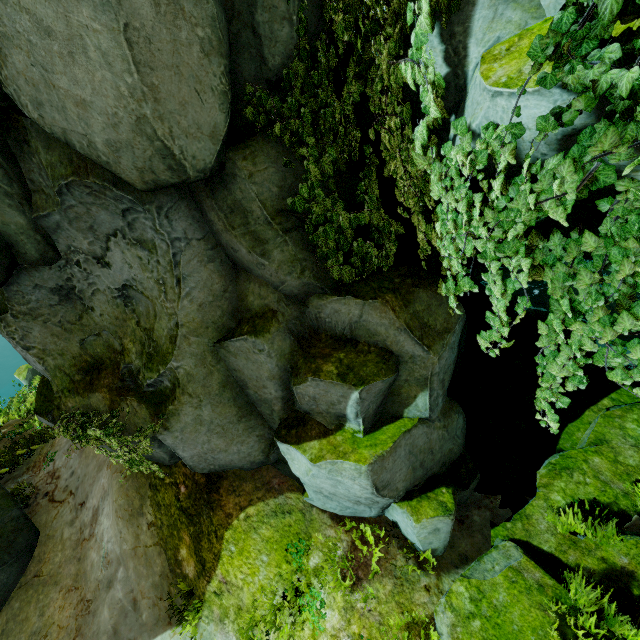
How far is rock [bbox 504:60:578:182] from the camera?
2.39m

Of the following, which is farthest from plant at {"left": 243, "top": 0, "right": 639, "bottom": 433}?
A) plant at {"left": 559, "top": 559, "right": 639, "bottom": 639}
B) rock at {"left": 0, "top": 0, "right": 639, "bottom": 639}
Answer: plant at {"left": 559, "top": 559, "right": 639, "bottom": 639}

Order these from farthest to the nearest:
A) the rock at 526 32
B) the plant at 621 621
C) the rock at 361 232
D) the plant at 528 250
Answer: the rock at 361 232 → the plant at 621 621 → the rock at 526 32 → the plant at 528 250

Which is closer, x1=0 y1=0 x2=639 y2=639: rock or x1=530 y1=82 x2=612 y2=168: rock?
x1=530 y1=82 x2=612 y2=168: rock

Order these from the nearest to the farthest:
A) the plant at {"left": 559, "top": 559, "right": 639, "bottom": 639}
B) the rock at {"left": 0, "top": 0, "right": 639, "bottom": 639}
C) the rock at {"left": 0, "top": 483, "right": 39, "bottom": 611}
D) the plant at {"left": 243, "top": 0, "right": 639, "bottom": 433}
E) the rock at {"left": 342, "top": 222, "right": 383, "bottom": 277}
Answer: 1. the plant at {"left": 243, "top": 0, "right": 639, "bottom": 433}
2. the rock at {"left": 0, "top": 0, "right": 639, "bottom": 639}
3. the plant at {"left": 559, "top": 559, "right": 639, "bottom": 639}
4. the rock at {"left": 342, "top": 222, "right": 383, "bottom": 277}
5. the rock at {"left": 0, "top": 483, "right": 39, "bottom": 611}

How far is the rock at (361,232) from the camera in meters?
5.6 m

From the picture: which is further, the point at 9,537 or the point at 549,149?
the point at 9,537
